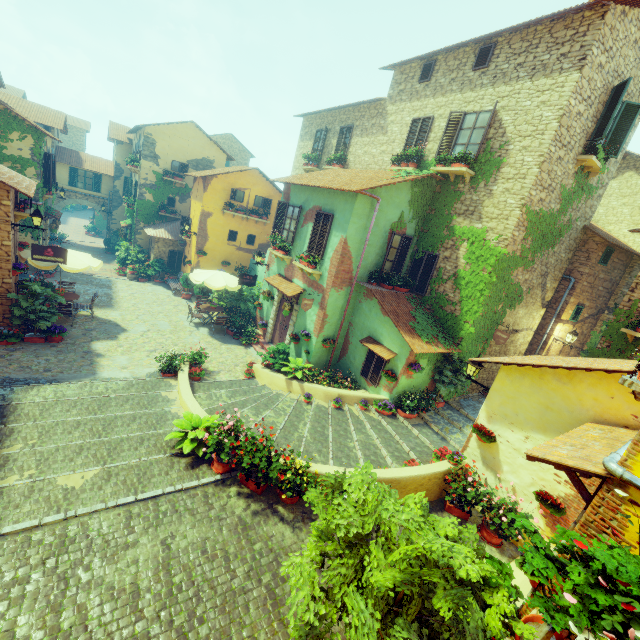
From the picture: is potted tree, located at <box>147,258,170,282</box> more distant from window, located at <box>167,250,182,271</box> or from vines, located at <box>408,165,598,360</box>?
vines, located at <box>408,165,598,360</box>

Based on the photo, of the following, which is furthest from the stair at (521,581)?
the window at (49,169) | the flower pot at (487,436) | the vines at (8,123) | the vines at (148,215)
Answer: the vines at (148,215)

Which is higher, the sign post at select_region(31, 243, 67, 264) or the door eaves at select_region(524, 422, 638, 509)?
the door eaves at select_region(524, 422, 638, 509)

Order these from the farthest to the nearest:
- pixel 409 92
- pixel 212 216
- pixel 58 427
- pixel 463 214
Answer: pixel 212 216 → pixel 409 92 → pixel 463 214 → pixel 58 427

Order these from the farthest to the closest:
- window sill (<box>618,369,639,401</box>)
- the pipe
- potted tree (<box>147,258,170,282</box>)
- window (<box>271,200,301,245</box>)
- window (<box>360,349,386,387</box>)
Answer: potted tree (<box>147,258,170,282</box>), window (<box>271,200,301,245</box>), window (<box>360,349,386,387</box>), window sill (<box>618,369,639,401</box>), the pipe

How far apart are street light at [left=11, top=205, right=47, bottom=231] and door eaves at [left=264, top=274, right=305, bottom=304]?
7.66m

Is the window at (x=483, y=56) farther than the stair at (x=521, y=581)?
Yes

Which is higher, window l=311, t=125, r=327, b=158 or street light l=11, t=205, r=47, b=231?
window l=311, t=125, r=327, b=158
